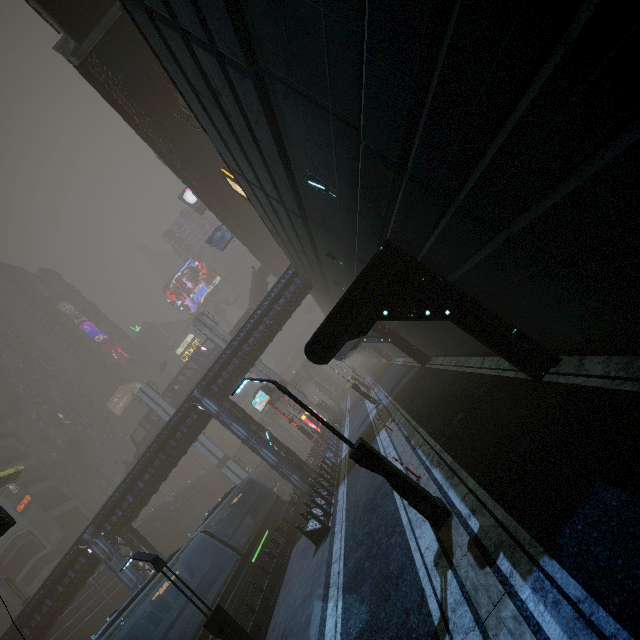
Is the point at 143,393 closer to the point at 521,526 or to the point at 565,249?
the point at 521,526

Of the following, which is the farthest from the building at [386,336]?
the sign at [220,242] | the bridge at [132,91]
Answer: the bridge at [132,91]

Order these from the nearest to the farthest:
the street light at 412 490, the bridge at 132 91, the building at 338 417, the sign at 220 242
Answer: the street light at 412 490
the bridge at 132 91
the building at 338 417
the sign at 220 242

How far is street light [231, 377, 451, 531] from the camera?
7.1 meters

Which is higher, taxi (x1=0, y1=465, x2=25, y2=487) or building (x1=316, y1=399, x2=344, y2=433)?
taxi (x1=0, y1=465, x2=25, y2=487)

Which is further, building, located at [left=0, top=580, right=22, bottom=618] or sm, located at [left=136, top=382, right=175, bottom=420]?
building, located at [left=0, top=580, right=22, bottom=618]

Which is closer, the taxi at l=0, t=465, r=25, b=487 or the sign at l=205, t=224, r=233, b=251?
the taxi at l=0, t=465, r=25, b=487

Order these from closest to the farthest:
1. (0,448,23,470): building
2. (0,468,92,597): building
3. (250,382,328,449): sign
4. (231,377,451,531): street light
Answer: (231,377,451,531): street light < (250,382,328,449): sign < (0,468,92,597): building < (0,448,23,470): building
